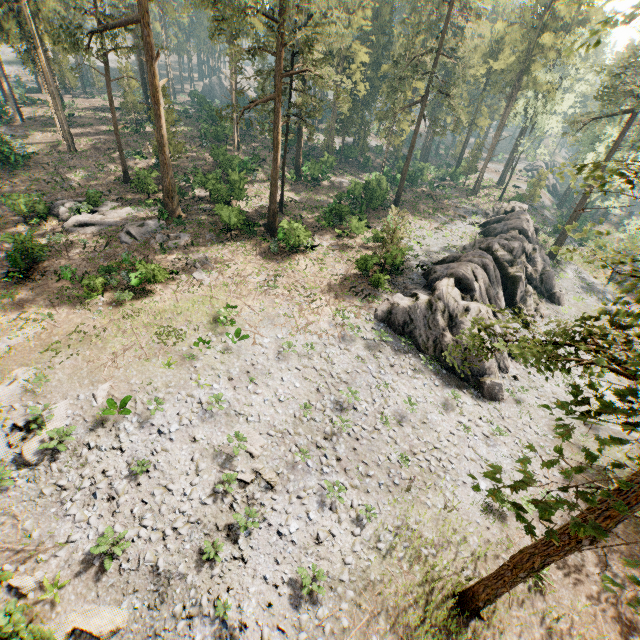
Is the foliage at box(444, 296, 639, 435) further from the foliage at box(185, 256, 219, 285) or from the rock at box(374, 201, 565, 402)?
the foliage at box(185, 256, 219, 285)

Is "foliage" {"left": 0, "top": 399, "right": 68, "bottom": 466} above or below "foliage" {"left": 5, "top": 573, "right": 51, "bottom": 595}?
above

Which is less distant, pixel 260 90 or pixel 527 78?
pixel 260 90

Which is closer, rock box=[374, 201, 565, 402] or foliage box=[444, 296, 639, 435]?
foliage box=[444, 296, 639, 435]

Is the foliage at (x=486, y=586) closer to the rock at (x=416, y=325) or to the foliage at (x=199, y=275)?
the rock at (x=416, y=325)

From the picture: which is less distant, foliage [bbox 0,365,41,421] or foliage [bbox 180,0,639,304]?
foliage [bbox 0,365,41,421]

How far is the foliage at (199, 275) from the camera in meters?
24.9 m
